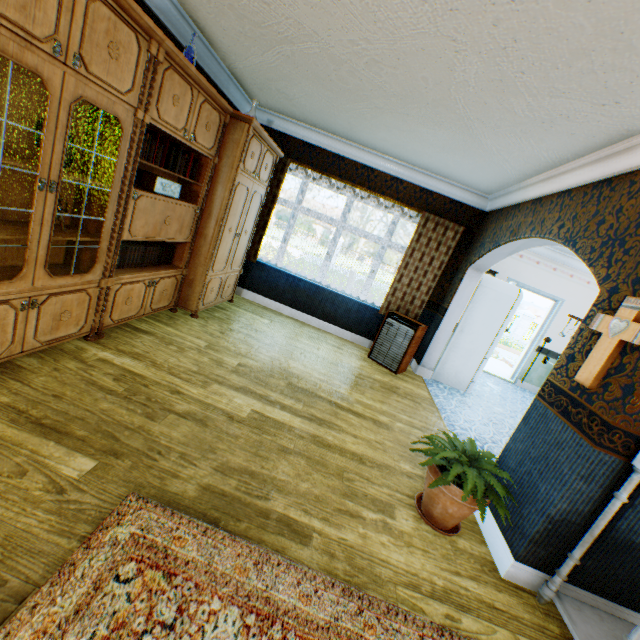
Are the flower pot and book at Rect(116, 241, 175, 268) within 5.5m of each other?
yes

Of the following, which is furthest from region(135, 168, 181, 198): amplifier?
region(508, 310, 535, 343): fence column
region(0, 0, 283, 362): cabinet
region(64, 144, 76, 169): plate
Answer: region(508, 310, 535, 343): fence column

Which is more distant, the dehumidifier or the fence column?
the fence column

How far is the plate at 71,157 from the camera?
2.41m

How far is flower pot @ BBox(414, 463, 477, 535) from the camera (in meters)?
2.23

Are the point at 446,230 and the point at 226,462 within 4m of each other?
no

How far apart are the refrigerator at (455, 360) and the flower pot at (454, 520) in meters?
3.3 m

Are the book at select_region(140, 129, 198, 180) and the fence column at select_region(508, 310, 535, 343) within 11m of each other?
no
